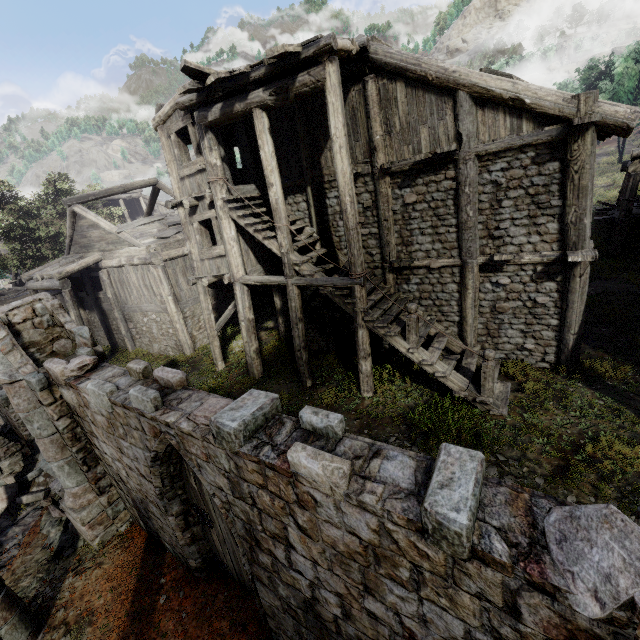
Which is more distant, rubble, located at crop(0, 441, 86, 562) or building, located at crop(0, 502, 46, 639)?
rubble, located at crop(0, 441, 86, 562)

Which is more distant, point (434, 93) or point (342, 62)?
point (342, 62)

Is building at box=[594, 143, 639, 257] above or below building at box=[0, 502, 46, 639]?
above

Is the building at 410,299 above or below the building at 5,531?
above

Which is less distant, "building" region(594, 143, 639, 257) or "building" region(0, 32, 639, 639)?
"building" region(0, 32, 639, 639)

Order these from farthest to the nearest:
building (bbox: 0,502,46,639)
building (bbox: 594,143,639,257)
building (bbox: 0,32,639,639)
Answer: building (bbox: 594,143,639,257)
building (bbox: 0,502,46,639)
building (bbox: 0,32,639,639)

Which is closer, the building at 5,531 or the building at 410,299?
the building at 410,299
